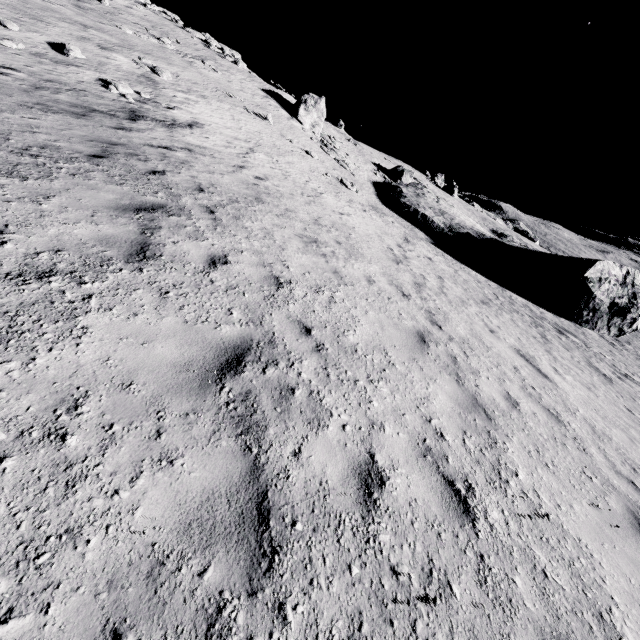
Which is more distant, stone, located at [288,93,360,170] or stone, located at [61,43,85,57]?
stone, located at [288,93,360,170]

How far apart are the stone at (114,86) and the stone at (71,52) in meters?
1.8 m

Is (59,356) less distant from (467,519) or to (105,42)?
(467,519)

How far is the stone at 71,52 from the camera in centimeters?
1411cm

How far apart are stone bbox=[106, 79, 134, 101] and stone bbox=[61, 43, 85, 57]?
1.8 meters

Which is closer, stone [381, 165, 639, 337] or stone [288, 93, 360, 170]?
stone [381, 165, 639, 337]

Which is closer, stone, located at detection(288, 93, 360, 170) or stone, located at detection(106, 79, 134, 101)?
stone, located at detection(106, 79, 134, 101)

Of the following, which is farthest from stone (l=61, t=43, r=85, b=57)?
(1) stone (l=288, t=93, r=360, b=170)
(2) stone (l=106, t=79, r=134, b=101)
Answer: (1) stone (l=288, t=93, r=360, b=170)
